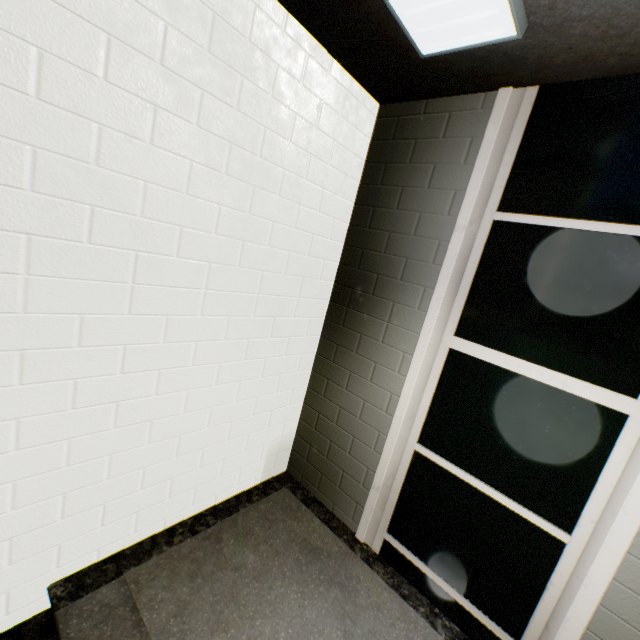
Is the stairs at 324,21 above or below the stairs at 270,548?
above

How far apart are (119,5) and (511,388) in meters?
2.8 m

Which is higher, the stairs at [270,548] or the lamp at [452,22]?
the lamp at [452,22]

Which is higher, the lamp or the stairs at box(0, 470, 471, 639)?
the lamp

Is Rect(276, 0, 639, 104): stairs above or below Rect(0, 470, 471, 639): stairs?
above
